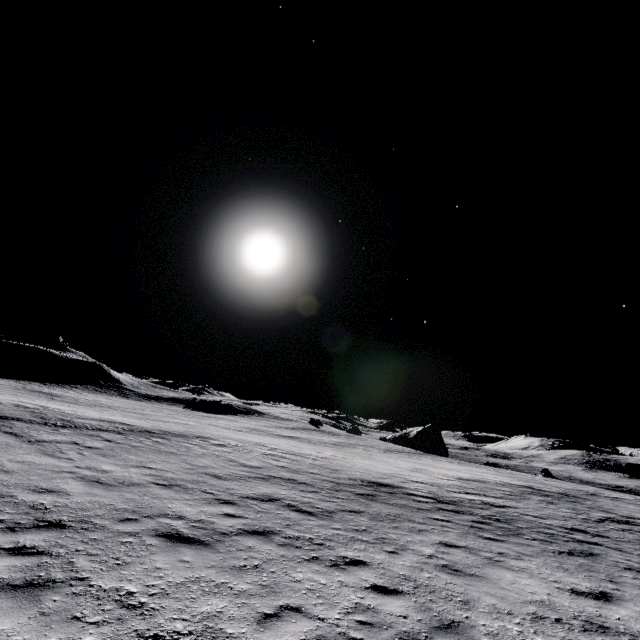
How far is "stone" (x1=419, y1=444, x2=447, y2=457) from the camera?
58.1m

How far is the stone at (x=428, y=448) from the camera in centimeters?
5812cm

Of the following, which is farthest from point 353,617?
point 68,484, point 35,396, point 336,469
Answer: point 35,396
